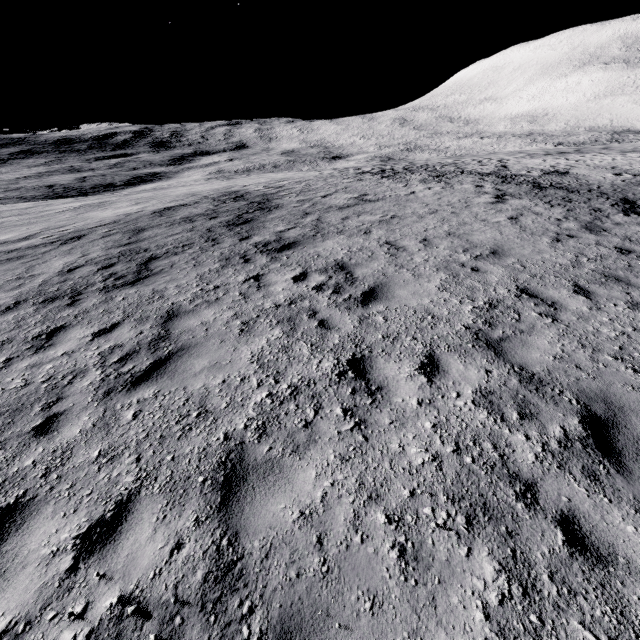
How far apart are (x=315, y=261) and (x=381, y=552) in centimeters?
688cm
